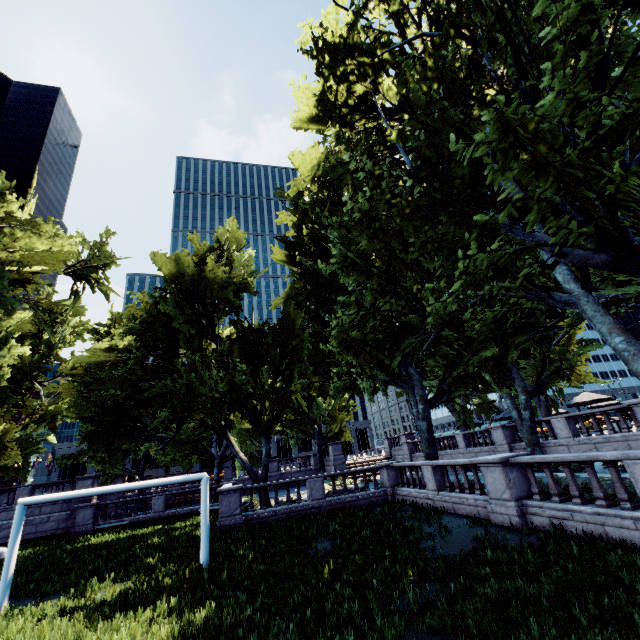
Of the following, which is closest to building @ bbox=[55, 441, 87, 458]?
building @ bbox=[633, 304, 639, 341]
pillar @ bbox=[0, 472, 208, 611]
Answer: pillar @ bbox=[0, 472, 208, 611]

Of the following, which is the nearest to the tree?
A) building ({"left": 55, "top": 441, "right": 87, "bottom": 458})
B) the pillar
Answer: the pillar

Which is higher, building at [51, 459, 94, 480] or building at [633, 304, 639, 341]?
building at [633, 304, 639, 341]

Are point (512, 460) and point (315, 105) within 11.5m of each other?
no

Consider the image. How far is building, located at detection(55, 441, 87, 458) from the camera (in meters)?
58.56

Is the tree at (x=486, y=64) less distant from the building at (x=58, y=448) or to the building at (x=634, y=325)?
the building at (x=58, y=448)

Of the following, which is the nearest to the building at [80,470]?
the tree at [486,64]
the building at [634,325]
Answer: the tree at [486,64]
